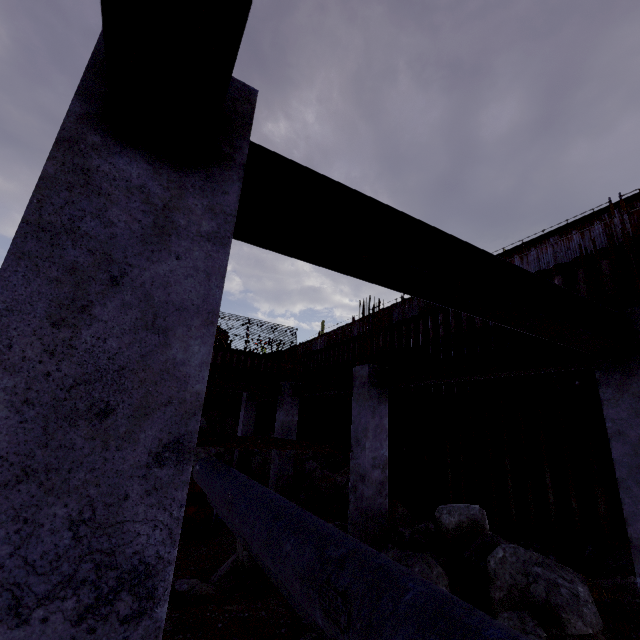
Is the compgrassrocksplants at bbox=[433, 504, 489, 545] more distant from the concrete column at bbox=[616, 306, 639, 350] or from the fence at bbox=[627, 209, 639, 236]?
the fence at bbox=[627, 209, 639, 236]

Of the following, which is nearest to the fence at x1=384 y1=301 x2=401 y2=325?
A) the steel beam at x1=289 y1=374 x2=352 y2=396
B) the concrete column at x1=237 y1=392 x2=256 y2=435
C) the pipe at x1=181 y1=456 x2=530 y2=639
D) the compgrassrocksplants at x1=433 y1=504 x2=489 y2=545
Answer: the concrete column at x1=237 y1=392 x2=256 y2=435

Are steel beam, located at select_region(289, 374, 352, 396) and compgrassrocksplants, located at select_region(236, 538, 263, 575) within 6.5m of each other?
yes

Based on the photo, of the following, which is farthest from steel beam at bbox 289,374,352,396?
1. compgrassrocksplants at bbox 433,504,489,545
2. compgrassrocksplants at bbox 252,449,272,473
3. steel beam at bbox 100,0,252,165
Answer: steel beam at bbox 100,0,252,165

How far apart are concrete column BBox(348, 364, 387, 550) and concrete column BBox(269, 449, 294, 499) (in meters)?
4.33

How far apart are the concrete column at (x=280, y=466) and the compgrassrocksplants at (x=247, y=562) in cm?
340

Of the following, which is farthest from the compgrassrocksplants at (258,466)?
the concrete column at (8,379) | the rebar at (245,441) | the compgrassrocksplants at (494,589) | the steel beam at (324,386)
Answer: the concrete column at (8,379)

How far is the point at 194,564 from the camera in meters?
8.0 m
